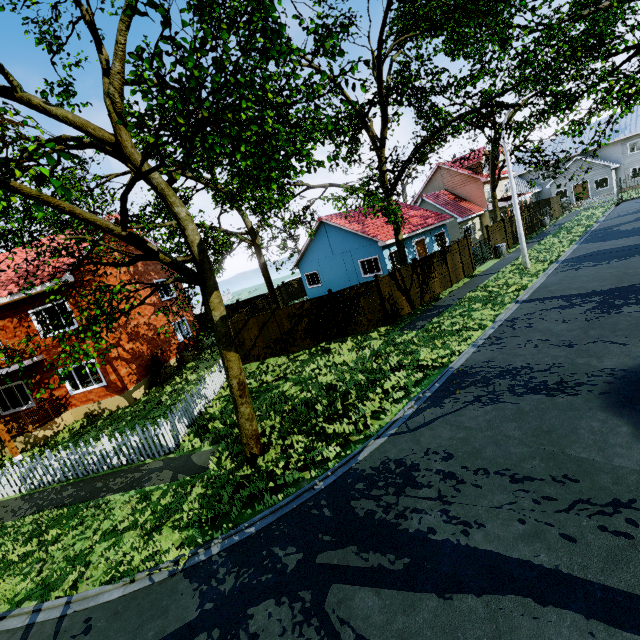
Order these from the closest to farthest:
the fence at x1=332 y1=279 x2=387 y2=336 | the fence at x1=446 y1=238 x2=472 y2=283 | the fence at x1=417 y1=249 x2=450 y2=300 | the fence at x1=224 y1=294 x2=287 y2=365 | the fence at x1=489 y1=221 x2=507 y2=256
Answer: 1. the fence at x1=332 y1=279 x2=387 y2=336
2. the fence at x1=224 y1=294 x2=287 y2=365
3. the fence at x1=417 y1=249 x2=450 y2=300
4. the fence at x1=446 y1=238 x2=472 y2=283
5. the fence at x1=489 y1=221 x2=507 y2=256

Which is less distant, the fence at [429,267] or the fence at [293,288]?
the fence at [429,267]

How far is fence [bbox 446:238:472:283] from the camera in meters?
20.1

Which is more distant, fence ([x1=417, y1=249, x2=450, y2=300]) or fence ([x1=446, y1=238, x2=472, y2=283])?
fence ([x1=446, y1=238, x2=472, y2=283])

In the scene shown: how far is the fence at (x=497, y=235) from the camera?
24.34m

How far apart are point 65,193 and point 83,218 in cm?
379
